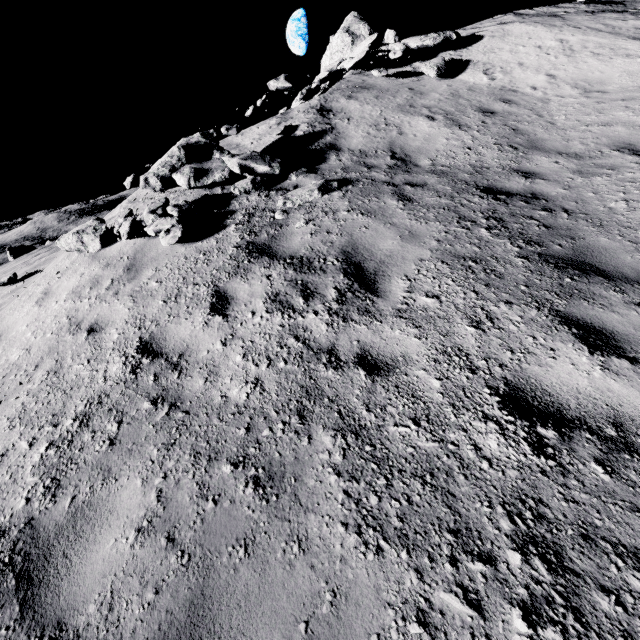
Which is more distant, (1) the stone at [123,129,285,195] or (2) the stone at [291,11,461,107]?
(2) the stone at [291,11,461,107]

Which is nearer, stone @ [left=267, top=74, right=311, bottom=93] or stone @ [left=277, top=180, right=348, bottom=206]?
stone @ [left=277, top=180, right=348, bottom=206]

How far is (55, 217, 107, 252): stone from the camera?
6.52m

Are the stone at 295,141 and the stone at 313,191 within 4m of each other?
yes

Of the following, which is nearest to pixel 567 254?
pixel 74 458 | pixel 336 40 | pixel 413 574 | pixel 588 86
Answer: pixel 413 574

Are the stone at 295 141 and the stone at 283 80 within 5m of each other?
yes

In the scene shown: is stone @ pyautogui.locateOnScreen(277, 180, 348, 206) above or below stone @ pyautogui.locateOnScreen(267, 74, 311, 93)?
below

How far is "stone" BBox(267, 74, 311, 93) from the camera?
10.3 meters
